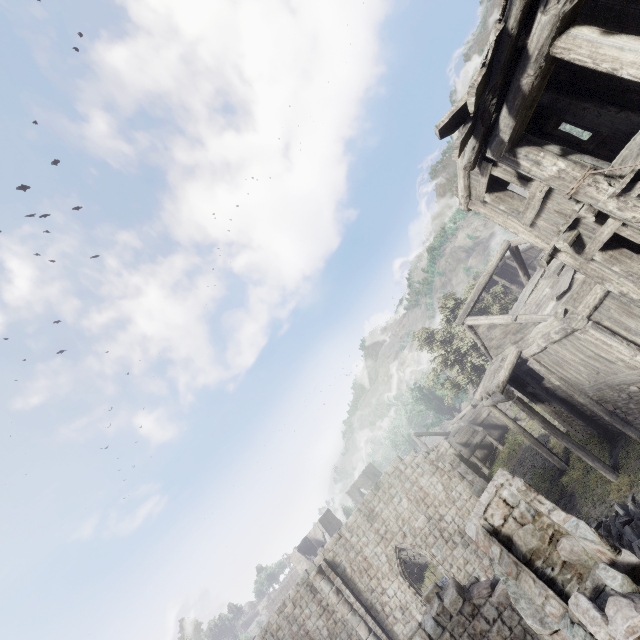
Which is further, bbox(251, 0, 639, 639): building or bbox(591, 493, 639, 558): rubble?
bbox(591, 493, 639, 558): rubble

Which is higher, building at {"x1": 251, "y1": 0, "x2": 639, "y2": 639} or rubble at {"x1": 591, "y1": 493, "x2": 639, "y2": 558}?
building at {"x1": 251, "y1": 0, "x2": 639, "y2": 639}

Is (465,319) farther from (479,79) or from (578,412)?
(479,79)

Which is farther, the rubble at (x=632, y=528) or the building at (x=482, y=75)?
the rubble at (x=632, y=528)

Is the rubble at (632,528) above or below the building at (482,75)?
below
